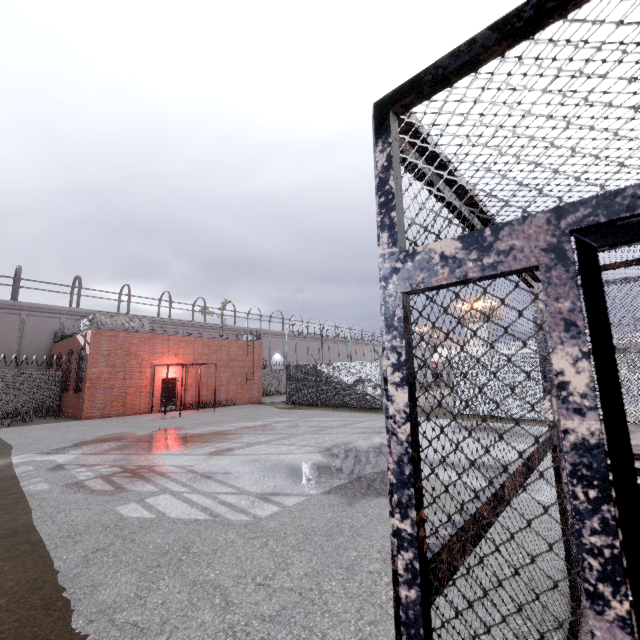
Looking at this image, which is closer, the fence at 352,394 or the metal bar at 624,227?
the metal bar at 624,227

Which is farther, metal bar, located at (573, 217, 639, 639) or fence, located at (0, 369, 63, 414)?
fence, located at (0, 369, 63, 414)

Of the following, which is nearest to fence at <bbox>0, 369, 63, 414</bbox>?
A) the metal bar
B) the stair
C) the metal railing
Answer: the metal railing

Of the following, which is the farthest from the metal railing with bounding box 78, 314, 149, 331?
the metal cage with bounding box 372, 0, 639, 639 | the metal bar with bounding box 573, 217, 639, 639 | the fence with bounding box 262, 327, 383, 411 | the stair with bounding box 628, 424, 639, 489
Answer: the metal bar with bounding box 573, 217, 639, 639

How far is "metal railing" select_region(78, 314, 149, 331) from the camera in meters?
18.6

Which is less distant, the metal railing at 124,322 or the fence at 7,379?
the metal railing at 124,322

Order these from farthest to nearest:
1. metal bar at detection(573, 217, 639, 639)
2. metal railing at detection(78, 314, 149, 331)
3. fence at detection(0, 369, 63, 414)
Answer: fence at detection(0, 369, 63, 414) → metal railing at detection(78, 314, 149, 331) → metal bar at detection(573, 217, 639, 639)

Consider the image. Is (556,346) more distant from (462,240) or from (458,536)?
(458,536)
